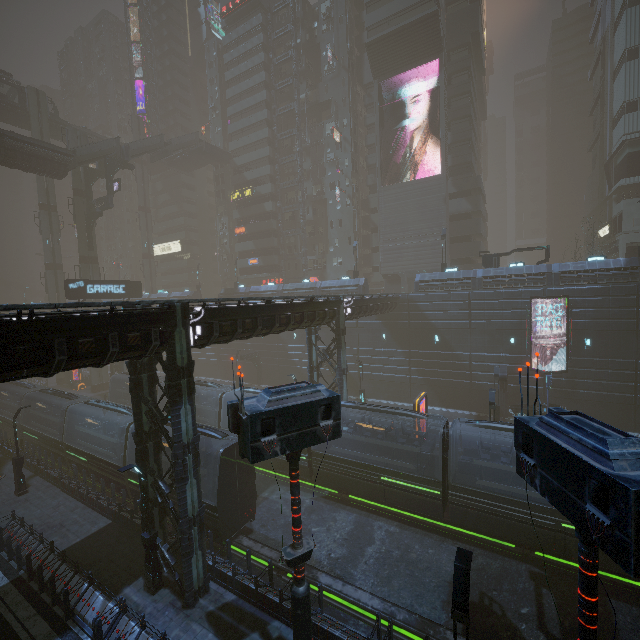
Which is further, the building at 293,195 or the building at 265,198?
the building at 293,195

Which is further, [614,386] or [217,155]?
[217,155]

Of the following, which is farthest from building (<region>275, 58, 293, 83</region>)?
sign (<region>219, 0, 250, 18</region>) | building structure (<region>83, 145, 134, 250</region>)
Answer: building structure (<region>83, 145, 134, 250</region>)

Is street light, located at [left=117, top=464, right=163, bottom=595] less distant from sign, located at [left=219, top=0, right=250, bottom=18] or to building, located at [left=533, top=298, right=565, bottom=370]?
building, located at [left=533, top=298, right=565, bottom=370]

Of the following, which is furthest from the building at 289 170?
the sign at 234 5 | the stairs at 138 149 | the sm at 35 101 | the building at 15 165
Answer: the building at 15 165

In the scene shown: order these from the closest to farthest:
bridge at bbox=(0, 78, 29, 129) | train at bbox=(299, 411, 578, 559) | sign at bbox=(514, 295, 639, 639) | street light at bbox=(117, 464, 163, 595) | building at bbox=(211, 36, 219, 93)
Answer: sign at bbox=(514, 295, 639, 639)
street light at bbox=(117, 464, 163, 595)
train at bbox=(299, 411, 578, 559)
bridge at bbox=(0, 78, 29, 129)
building at bbox=(211, 36, 219, 93)

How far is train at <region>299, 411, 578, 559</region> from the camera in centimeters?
1473cm

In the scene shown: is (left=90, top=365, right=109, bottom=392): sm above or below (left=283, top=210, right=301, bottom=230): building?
below
